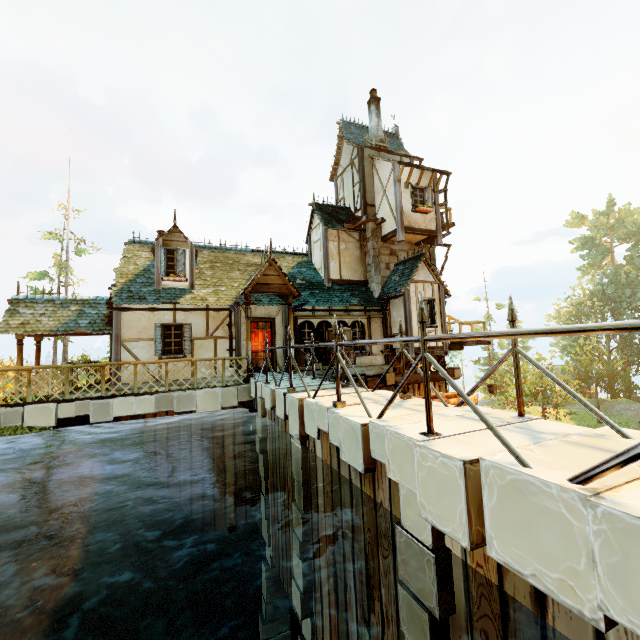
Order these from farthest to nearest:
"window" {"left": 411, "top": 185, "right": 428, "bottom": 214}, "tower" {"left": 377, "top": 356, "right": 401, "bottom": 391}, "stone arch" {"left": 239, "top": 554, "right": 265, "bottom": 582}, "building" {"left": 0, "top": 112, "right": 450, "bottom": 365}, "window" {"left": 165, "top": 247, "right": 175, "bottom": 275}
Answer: "window" {"left": 411, "top": 185, "right": 428, "bottom": 214} < "tower" {"left": 377, "top": 356, "right": 401, "bottom": 391} < "window" {"left": 165, "top": 247, "right": 175, "bottom": 275} < "building" {"left": 0, "top": 112, "right": 450, "bottom": 365} < "stone arch" {"left": 239, "top": 554, "right": 265, "bottom": 582}

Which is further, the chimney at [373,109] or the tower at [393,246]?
the chimney at [373,109]

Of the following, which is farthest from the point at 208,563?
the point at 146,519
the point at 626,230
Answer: the point at 626,230

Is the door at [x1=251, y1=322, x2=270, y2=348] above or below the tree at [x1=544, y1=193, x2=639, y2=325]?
below

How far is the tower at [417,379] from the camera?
15.69m

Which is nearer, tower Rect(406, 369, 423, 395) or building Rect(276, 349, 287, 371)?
building Rect(276, 349, 287, 371)

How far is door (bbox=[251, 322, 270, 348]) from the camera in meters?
13.0

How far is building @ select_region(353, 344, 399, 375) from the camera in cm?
1469
